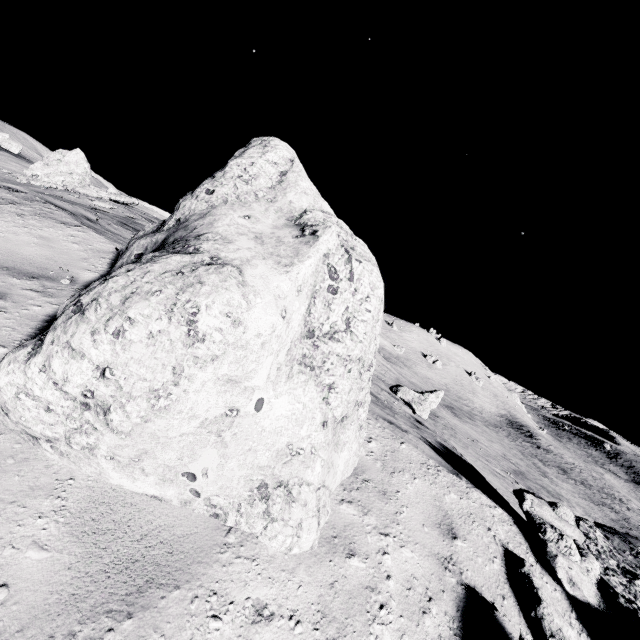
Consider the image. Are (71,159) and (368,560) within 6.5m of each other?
no

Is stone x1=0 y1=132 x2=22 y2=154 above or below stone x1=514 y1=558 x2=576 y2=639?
above

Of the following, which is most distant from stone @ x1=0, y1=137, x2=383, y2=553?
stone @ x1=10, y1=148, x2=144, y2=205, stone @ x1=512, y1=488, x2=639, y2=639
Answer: stone @ x1=10, y1=148, x2=144, y2=205

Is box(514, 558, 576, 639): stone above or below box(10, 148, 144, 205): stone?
below

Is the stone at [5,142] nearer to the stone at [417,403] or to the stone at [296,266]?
the stone at [296,266]

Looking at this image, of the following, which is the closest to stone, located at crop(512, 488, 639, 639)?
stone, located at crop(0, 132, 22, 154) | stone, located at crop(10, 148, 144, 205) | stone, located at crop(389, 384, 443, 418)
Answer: stone, located at crop(389, 384, 443, 418)

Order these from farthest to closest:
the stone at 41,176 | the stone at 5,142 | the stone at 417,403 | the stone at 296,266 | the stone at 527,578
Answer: the stone at 5,142 → the stone at 41,176 → the stone at 417,403 → the stone at 527,578 → the stone at 296,266

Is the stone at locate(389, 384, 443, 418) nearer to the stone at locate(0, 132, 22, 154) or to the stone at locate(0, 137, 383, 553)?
the stone at locate(0, 137, 383, 553)
